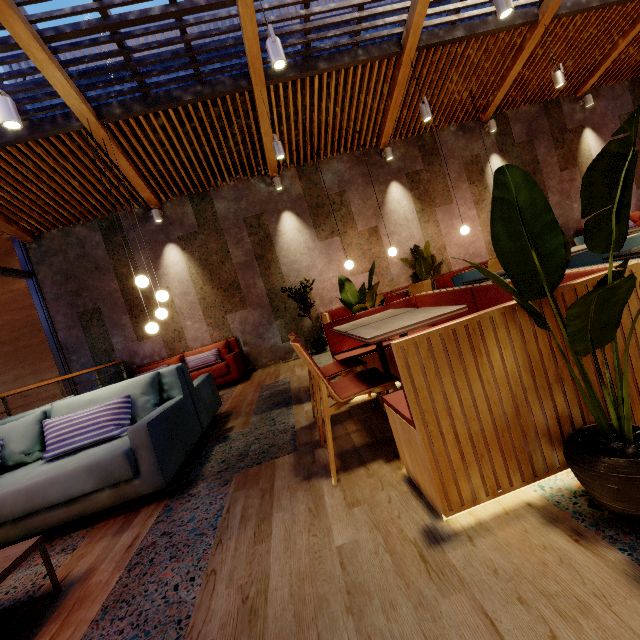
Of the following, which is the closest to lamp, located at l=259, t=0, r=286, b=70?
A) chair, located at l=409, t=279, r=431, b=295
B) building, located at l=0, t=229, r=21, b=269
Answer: chair, located at l=409, t=279, r=431, b=295

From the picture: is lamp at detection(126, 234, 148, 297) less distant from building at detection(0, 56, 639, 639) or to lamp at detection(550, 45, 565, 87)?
building at detection(0, 56, 639, 639)

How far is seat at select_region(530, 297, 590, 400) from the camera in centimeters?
136cm

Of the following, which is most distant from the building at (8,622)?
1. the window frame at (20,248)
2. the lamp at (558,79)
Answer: the lamp at (558,79)

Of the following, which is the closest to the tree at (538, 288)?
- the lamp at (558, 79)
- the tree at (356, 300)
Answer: the tree at (356, 300)

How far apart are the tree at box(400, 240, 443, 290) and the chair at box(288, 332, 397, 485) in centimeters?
521cm

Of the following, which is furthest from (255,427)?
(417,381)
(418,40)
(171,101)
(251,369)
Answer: (418,40)

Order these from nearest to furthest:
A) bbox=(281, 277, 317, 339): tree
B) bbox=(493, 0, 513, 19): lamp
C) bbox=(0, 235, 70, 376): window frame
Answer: bbox=(493, 0, 513, 19): lamp → bbox=(0, 235, 70, 376): window frame → bbox=(281, 277, 317, 339): tree
